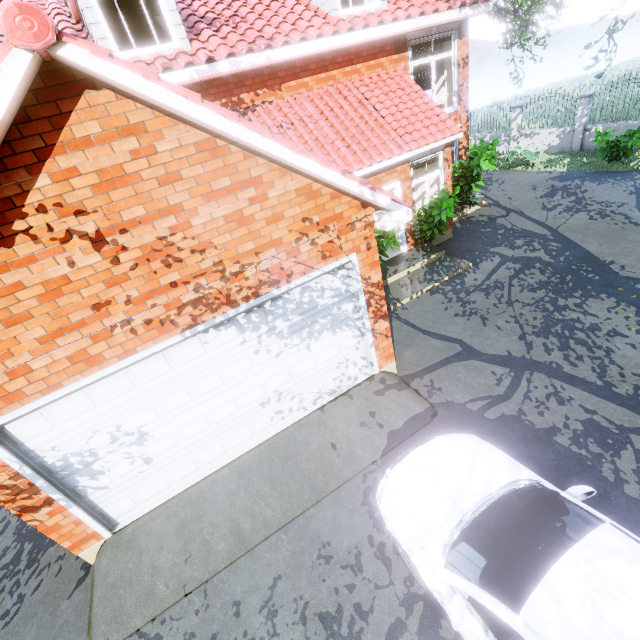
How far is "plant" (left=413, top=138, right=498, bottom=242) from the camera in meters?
8.9 m

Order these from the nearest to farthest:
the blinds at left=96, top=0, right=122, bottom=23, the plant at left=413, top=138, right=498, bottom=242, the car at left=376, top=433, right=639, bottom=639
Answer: the car at left=376, top=433, right=639, bottom=639 < the blinds at left=96, top=0, right=122, bottom=23 < the plant at left=413, top=138, right=498, bottom=242

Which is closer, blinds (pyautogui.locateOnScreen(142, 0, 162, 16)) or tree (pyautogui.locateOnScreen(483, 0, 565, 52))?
blinds (pyautogui.locateOnScreen(142, 0, 162, 16))

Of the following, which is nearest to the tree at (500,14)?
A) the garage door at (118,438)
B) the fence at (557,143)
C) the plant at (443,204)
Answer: the fence at (557,143)

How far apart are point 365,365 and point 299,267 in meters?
2.6 m

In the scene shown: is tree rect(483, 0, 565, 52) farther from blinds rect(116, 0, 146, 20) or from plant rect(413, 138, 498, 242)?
blinds rect(116, 0, 146, 20)

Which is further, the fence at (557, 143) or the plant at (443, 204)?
the fence at (557, 143)

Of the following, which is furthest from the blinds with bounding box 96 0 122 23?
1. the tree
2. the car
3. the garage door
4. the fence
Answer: the fence
